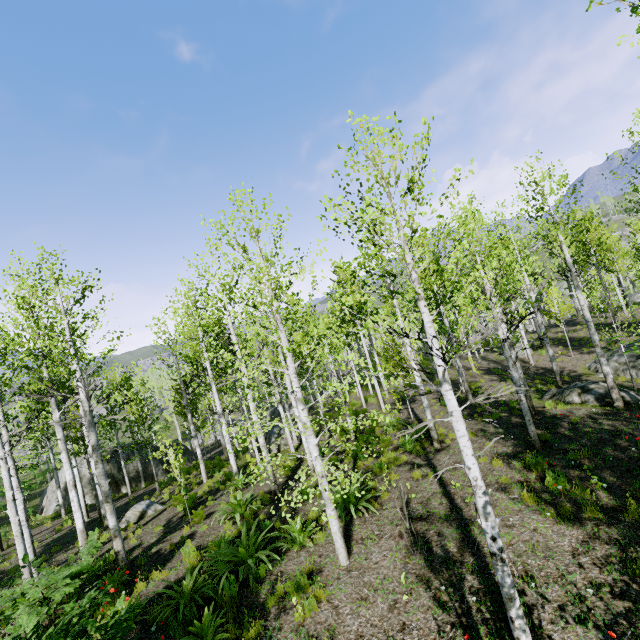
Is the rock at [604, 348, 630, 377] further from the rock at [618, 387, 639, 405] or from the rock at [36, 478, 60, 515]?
the rock at [36, 478, 60, 515]

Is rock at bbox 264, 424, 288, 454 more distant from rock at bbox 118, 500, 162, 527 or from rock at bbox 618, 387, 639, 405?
rock at bbox 618, 387, 639, 405

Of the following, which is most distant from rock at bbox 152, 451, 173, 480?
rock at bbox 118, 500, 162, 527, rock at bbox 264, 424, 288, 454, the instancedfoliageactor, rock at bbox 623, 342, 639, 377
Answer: rock at bbox 623, 342, 639, 377

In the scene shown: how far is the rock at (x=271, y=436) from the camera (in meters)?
19.58

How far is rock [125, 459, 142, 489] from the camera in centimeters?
2358cm

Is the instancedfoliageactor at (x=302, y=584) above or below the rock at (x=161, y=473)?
above

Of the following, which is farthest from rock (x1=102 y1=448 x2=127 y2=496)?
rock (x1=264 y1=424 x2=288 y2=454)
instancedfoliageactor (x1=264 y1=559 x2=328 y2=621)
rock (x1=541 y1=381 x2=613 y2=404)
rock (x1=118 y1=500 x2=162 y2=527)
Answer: rock (x1=541 y1=381 x2=613 y2=404)

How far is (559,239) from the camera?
11.6 meters
